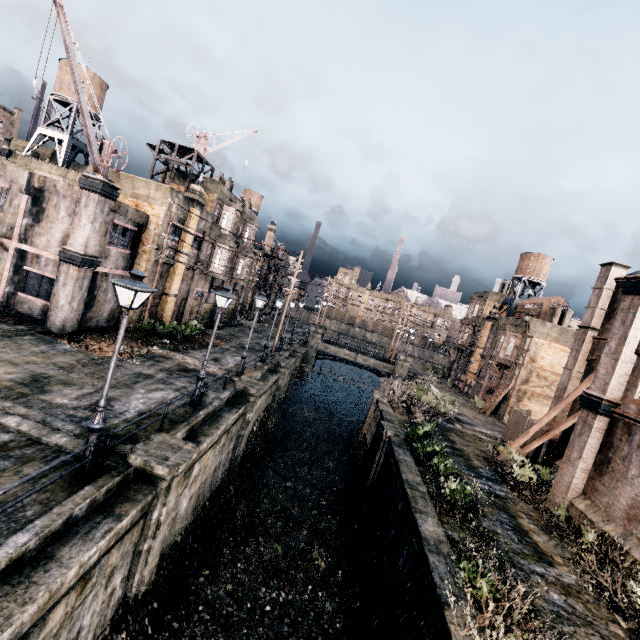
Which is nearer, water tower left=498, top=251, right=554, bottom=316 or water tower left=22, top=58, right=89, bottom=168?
water tower left=22, top=58, right=89, bottom=168

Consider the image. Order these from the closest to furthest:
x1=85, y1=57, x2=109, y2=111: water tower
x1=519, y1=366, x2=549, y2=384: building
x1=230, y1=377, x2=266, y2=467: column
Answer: x1=230, y1=377, x2=266, y2=467: column
x1=85, y1=57, x2=109, y2=111: water tower
x1=519, y1=366, x2=549, y2=384: building

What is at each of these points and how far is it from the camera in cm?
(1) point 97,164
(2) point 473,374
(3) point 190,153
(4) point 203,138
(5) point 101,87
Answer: (1) crane, 1811
(2) building, 4762
(3) wooden scaffolding, 2914
(4) crane, 2950
(5) water tower, 3575

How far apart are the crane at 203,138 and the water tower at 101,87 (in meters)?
16.27

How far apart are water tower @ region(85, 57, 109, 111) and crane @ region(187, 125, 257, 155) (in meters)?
16.27

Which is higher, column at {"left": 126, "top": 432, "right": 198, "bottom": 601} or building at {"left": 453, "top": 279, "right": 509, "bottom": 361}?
building at {"left": 453, "top": 279, "right": 509, "bottom": 361}
